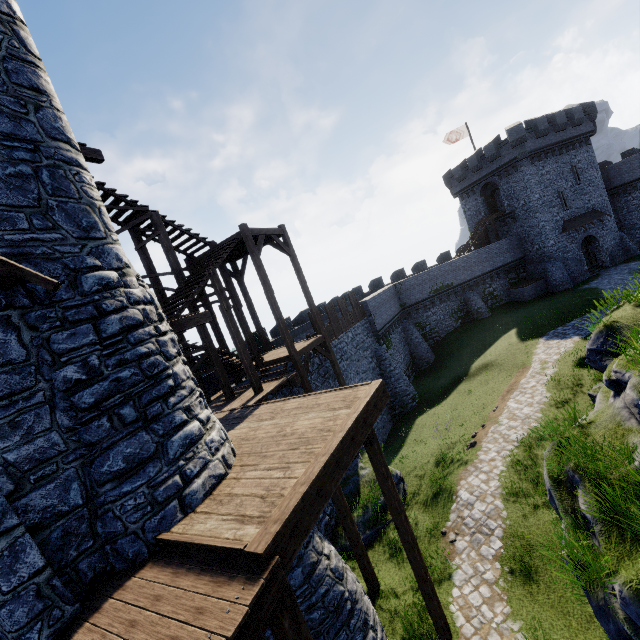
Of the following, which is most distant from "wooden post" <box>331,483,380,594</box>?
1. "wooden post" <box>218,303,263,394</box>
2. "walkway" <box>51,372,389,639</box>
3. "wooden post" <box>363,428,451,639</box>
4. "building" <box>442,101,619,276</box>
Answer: "building" <box>442,101,619,276</box>

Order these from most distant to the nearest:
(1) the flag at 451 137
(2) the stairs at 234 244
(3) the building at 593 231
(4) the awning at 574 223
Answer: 1. (1) the flag at 451 137
2. (4) the awning at 574 223
3. (3) the building at 593 231
4. (2) the stairs at 234 244

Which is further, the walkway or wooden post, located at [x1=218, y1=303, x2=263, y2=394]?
wooden post, located at [x1=218, y1=303, x2=263, y2=394]

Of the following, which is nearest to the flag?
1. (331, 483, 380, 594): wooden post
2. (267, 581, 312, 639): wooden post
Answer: (331, 483, 380, 594): wooden post

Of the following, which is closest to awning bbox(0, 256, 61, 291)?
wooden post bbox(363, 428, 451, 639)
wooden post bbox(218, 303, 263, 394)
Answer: wooden post bbox(363, 428, 451, 639)

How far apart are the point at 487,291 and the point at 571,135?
17.90m

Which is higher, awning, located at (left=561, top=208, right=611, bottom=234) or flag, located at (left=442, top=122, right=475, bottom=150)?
flag, located at (left=442, top=122, right=475, bottom=150)

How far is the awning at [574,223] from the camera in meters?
32.9 m
